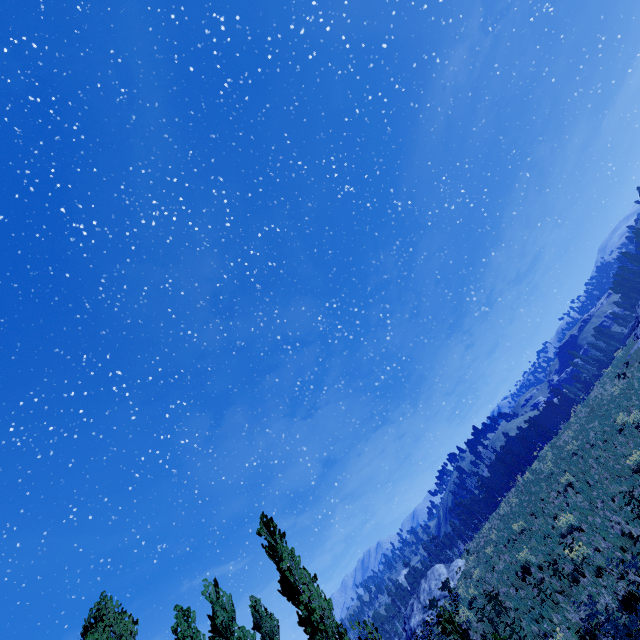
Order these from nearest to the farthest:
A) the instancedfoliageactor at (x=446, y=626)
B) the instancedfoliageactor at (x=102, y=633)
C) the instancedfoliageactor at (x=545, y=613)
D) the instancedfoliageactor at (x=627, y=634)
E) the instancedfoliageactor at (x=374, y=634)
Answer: the instancedfoliageactor at (x=627, y=634)
the instancedfoliageactor at (x=545, y=613)
the instancedfoliageactor at (x=446, y=626)
the instancedfoliageactor at (x=374, y=634)
the instancedfoliageactor at (x=102, y=633)

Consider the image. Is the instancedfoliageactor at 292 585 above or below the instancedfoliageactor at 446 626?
above

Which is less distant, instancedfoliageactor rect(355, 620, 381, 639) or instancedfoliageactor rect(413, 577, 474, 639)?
instancedfoliageactor rect(413, 577, 474, 639)

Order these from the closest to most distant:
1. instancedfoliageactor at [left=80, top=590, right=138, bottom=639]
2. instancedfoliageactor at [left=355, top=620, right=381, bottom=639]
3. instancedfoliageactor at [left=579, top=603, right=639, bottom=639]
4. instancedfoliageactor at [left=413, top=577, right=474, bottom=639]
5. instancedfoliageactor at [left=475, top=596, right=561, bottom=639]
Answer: instancedfoliageactor at [left=579, top=603, right=639, bottom=639]
instancedfoliageactor at [left=475, top=596, right=561, bottom=639]
instancedfoliageactor at [left=413, top=577, right=474, bottom=639]
instancedfoliageactor at [left=355, top=620, right=381, bottom=639]
instancedfoliageactor at [left=80, top=590, right=138, bottom=639]

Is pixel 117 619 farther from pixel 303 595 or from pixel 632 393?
pixel 632 393

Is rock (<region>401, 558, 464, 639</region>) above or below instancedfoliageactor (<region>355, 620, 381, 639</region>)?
below
